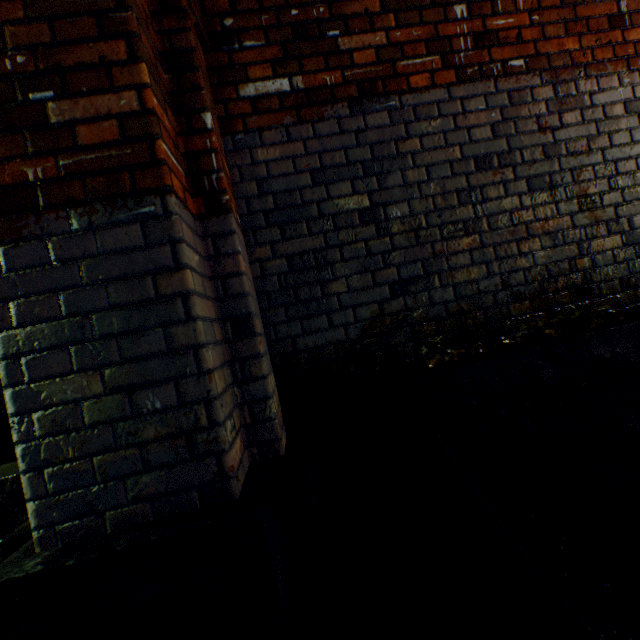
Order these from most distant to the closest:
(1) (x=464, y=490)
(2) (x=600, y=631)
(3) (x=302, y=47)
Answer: (3) (x=302, y=47), (1) (x=464, y=490), (2) (x=600, y=631)

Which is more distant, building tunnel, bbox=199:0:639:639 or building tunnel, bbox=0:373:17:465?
building tunnel, bbox=0:373:17:465

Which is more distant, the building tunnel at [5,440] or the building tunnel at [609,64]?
the building tunnel at [5,440]

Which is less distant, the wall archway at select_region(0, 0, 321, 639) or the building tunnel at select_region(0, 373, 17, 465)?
the wall archway at select_region(0, 0, 321, 639)

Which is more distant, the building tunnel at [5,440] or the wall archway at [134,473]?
the building tunnel at [5,440]
